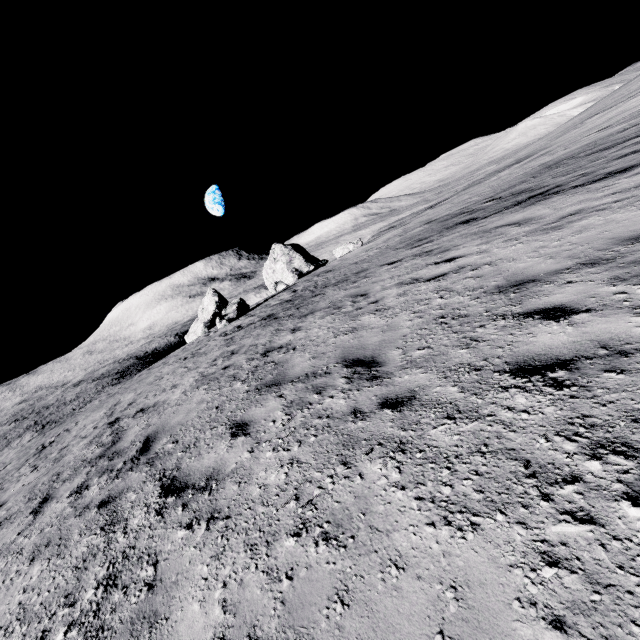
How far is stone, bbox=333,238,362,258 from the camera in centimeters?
3247cm

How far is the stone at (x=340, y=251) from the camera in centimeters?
3247cm

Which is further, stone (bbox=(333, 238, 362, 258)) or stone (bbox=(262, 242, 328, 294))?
stone (bbox=(262, 242, 328, 294))

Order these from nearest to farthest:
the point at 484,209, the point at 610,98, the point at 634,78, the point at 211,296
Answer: the point at 484,209, the point at 610,98, the point at 634,78, the point at 211,296

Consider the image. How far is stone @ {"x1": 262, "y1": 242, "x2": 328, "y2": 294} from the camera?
39.1 meters

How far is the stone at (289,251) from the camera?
39.1 meters
